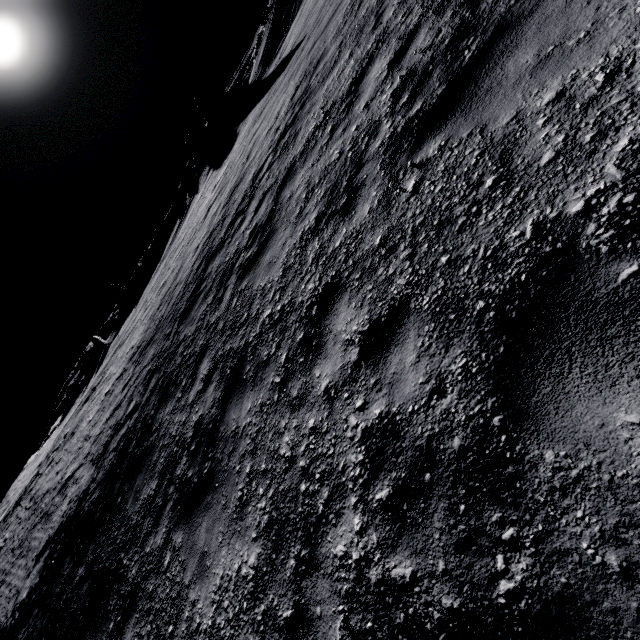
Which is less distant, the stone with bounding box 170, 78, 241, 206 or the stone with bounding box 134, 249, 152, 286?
the stone with bounding box 170, 78, 241, 206

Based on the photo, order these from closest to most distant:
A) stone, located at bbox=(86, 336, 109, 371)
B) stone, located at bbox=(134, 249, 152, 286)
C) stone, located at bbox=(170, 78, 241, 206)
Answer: stone, located at bbox=(170, 78, 241, 206) → stone, located at bbox=(86, 336, 109, 371) → stone, located at bbox=(134, 249, 152, 286)

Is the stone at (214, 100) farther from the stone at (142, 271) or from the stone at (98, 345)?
the stone at (98, 345)

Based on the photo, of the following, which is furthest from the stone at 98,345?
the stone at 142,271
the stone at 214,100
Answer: the stone at 214,100

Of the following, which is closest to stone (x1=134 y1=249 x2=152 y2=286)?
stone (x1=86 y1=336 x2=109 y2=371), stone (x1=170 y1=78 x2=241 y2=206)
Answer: stone (x1=86 y1=336 x2=109 y2=371)

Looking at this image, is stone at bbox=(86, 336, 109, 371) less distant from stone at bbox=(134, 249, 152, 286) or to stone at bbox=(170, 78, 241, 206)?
stone at bbox=(134, 249, 152, 286)

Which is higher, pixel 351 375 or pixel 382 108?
pixel 382 108
